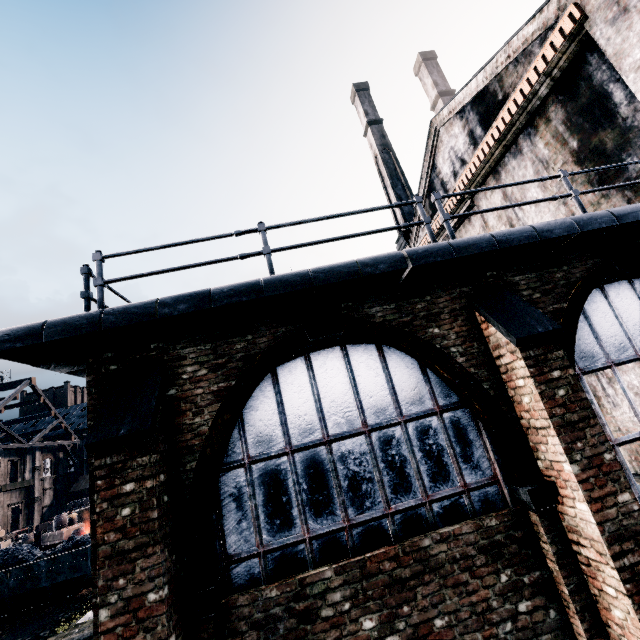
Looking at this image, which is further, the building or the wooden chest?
the wooden chest

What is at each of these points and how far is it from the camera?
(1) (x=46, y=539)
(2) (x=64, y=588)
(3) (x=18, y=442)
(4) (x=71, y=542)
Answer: (1) wooden chest, 33.8m
(2) rail car container, 17.3m
(3) wood roof frame, 47.8m
(4) coal pile, 20.1m

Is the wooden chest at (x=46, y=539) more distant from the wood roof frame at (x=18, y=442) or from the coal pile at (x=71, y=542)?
the coal pile at (x=71, y=542)

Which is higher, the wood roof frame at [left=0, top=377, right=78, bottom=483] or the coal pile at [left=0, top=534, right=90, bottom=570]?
the wood roof frame at [left=0, top=377, right=78, bottom=483]

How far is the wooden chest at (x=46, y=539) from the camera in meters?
33.0

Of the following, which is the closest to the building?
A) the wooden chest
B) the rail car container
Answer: the rail car container

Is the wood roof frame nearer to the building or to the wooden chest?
the wooden chest

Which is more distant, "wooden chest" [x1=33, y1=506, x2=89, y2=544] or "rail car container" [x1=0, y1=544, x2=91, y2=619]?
"wooden chest" [x1=33, y1=506, x2=89, y2=544]
